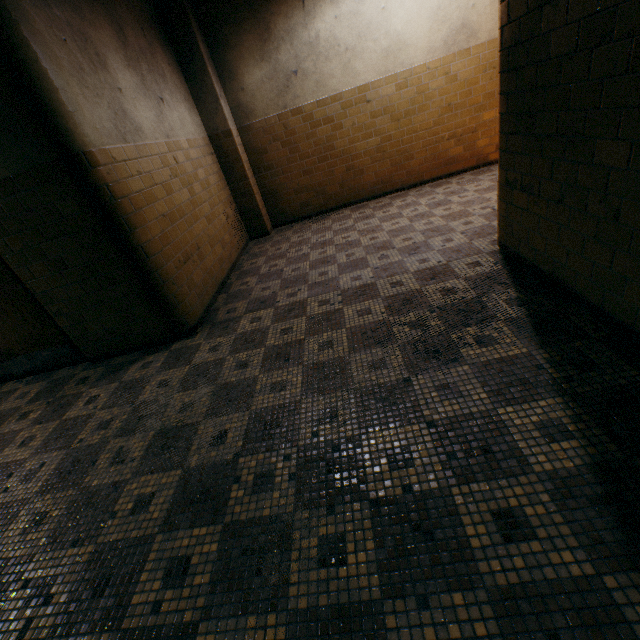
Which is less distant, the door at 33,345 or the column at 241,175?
the door at 33,345

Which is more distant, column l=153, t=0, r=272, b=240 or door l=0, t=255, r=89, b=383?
column l=153, t=0, r=272, b=240

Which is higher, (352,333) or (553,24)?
(553,24)
